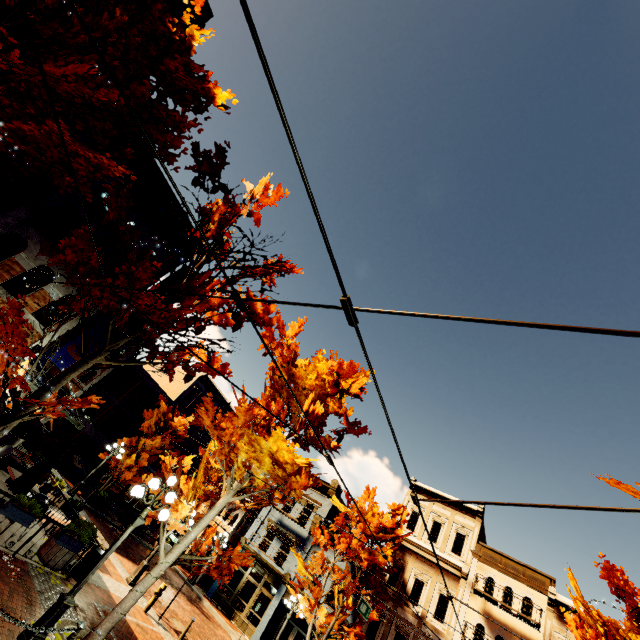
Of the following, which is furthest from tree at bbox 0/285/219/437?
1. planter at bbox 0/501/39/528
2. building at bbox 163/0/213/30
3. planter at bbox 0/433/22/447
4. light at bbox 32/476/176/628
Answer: planter at bbox 0/433/22/447

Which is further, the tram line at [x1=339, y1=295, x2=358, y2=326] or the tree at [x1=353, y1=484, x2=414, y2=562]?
the tree at [x1=353, y1=484, x2=414, y2=562]

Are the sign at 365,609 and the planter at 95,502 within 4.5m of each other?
no

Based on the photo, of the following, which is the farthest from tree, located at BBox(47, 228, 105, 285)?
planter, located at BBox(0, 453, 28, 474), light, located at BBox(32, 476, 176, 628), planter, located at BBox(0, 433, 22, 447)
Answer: planter, located at BBox(0, 453, 28, 474)

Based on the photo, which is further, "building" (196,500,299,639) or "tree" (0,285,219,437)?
"building" (196,500,299,639)

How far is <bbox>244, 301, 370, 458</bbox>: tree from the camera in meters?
8.8 m

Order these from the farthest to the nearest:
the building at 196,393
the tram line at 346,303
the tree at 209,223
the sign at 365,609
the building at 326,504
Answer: the building at 196,393 → the building at 326,504 → the sign at 365,609 → the tree at 209,223 → the tram line at 346,303

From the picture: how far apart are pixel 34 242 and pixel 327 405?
9.2m
